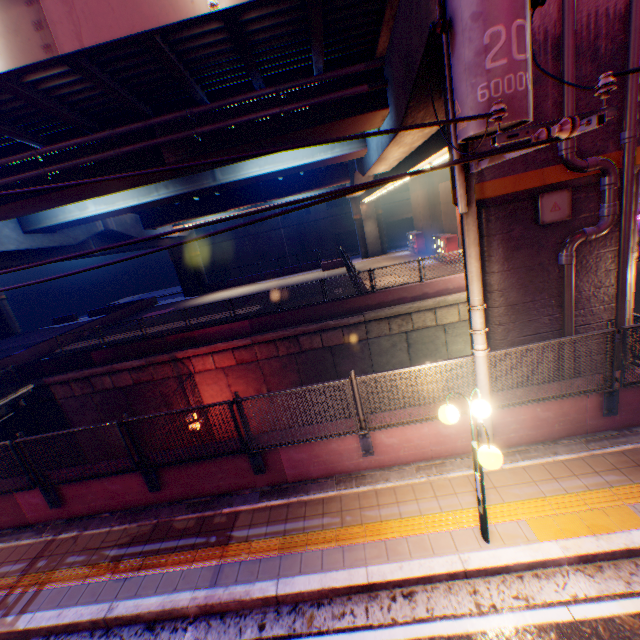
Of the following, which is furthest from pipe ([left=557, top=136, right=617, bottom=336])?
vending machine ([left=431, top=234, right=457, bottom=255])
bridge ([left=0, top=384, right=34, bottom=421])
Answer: bridge ([left=0, top=384, right=34, bottom=421])

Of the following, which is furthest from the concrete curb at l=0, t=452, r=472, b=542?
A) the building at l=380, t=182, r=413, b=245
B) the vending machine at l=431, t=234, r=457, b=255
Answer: the building at l=380, t=182, r=413, b=245

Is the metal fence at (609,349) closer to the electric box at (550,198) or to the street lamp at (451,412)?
the street lamp at (451,412)

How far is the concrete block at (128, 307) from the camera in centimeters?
2885cm

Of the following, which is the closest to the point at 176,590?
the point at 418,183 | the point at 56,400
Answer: the point at 56,400

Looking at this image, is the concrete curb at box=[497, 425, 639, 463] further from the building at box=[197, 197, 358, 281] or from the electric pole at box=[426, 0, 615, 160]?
the building at box=[197, 197, 358, 281]

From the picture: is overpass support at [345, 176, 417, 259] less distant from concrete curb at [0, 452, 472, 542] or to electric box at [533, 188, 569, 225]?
electric box at [533, 188, 569, 225]

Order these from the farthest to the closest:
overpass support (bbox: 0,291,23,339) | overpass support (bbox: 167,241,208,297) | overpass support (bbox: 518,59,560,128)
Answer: overpass support (bbox: 0,291,23,339) < overpass support (bbox: 167,241,208,297) < overpass support (bbox: 518,59,560,128)
